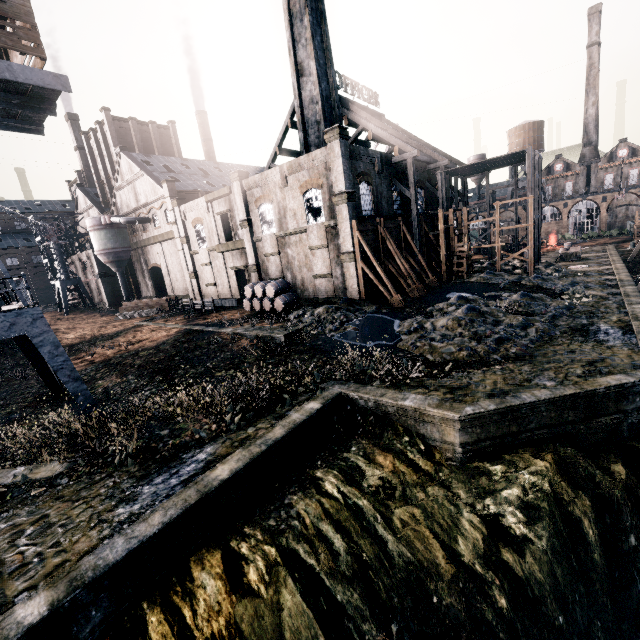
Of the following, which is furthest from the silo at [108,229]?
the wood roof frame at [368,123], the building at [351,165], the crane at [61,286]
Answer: the building at [351,165]

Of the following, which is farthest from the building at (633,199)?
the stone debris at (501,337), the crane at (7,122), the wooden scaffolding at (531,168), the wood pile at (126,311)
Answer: the crane at (7,122)

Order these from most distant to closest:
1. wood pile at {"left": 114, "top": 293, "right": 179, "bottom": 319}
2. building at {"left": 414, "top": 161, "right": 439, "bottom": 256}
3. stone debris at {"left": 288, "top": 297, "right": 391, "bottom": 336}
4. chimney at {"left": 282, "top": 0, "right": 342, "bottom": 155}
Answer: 1. wood pile at {"left": 114, "top": 293, "right": 179, "bottom": 319}
2. building at {"left": 414, "top": 161, "right": 439, "bottom": 256}
3. chimney at {"left": 282, "top": 0, "right": 342, "bottom": 155}
4. stone debris at {"left": 288, "top": 297, "right": 391, "bottom": 336}

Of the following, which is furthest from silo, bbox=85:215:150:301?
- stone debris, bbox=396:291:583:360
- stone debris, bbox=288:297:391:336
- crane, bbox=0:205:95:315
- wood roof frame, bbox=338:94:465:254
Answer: stone debris, bbox=396:291:583:360

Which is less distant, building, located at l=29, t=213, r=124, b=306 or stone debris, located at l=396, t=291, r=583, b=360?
stone debris, located at l=396, t=291, r=583, b=360

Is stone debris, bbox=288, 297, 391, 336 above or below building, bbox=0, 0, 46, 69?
below

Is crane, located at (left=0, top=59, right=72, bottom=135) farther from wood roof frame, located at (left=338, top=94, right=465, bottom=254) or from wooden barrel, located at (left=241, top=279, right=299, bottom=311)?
wood roof frame, located at (left=338, top=94, right=465, bottom=254)

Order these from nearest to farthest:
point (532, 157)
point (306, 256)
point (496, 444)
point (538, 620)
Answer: point (538, 620)
point (496, 444)
point (306, 256)
point (532, 157)
